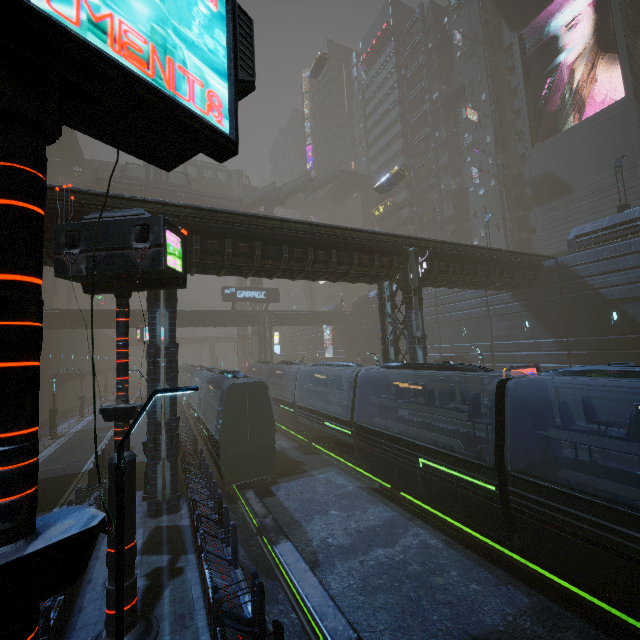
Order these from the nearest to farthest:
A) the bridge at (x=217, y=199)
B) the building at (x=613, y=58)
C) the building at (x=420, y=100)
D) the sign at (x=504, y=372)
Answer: the sign at (x=504, y=372)
the building at (x=613, y=58)
the bridge at (x=217, y=199)
the building at (x=420, y=100)

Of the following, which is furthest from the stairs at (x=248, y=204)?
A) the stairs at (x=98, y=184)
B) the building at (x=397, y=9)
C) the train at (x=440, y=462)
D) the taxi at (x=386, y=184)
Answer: the train at (x=440, y=462)

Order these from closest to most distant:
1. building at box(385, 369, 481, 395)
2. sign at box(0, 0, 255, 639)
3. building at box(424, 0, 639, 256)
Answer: sign at box(0, 0, 255, 639) → building at box(385, 369, 481, 395) → building at box(424, 0, 639, 256)

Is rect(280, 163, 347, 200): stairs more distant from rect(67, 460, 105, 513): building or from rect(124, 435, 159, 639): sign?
rect(124, 435, 159, 639): sign

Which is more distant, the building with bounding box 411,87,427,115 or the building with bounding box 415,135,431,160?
the building with bounding box 411,87,427,115

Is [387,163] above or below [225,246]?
above

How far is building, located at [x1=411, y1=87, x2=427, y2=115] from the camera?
52.8m

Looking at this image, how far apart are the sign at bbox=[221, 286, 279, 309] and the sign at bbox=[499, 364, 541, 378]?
33.24m
